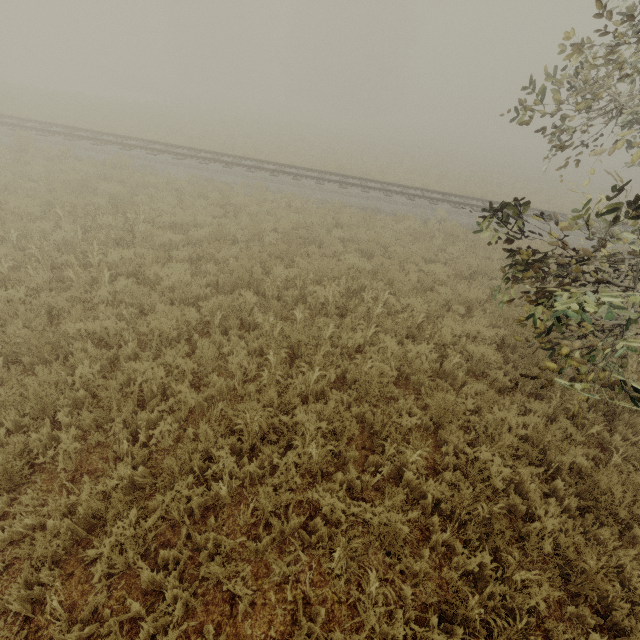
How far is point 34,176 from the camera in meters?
11.4 m

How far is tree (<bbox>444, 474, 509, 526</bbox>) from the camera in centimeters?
385cm

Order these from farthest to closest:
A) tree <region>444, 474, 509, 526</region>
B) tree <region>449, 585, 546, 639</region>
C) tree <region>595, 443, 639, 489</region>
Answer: tree <region>595, 443, 639, 489</region> < tree <region>444, 474, 509, 526</region> < tree <region>449, 585, 546, 639</region>

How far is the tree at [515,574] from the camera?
3.3m

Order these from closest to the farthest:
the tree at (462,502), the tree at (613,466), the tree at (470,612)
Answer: the tree at (470,612) → the tree at (462,502) → the tree at (613,466)

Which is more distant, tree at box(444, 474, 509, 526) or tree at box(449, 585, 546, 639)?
tree at box(444, 474, 509, 526)
